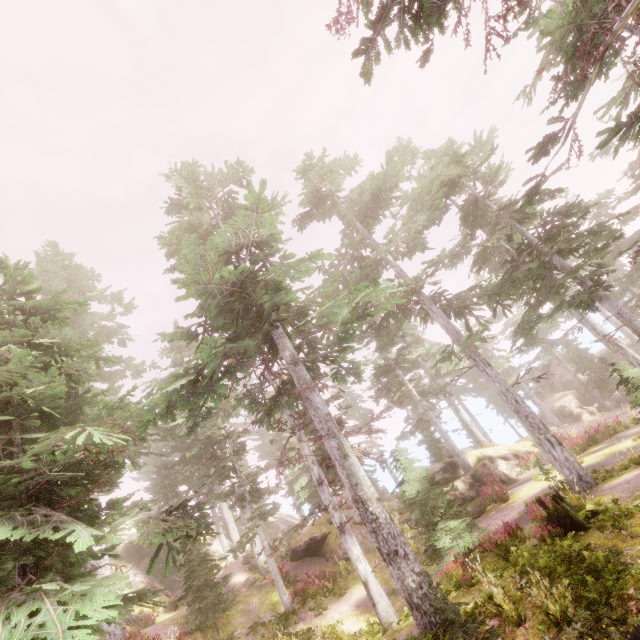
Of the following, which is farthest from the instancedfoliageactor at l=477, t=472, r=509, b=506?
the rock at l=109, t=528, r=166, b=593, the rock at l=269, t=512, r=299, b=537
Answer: the rock at l=269, t=512, r=299, b=537

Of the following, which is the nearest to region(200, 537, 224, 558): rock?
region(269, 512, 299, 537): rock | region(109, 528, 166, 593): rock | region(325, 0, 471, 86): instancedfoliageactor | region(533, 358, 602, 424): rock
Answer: region(325, 0, 471, 86): instancedfoliageactor

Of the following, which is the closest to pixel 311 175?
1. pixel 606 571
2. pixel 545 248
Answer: pixel 545 248

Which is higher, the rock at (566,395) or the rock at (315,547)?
the rock at (315,547)

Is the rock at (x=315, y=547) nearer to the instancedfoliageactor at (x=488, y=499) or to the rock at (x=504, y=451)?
the instancedfoliageactor at (x=488, y=499)

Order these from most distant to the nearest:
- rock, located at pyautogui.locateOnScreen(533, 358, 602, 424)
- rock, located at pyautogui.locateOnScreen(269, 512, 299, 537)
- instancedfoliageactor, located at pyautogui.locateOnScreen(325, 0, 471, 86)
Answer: rock, located at pyautogui.locateOnScreen(269, 512, 299, 537) → rock, located at pyautogui.locateOnScreen(533, 358, 602, 424) → instancedfoliageactor, located at pyautogui.locateOnScreen(325, 0, 471, 86)

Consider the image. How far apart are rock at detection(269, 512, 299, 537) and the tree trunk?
36.4m

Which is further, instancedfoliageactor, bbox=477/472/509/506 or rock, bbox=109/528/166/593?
rock, bbox=109/528/166/593
